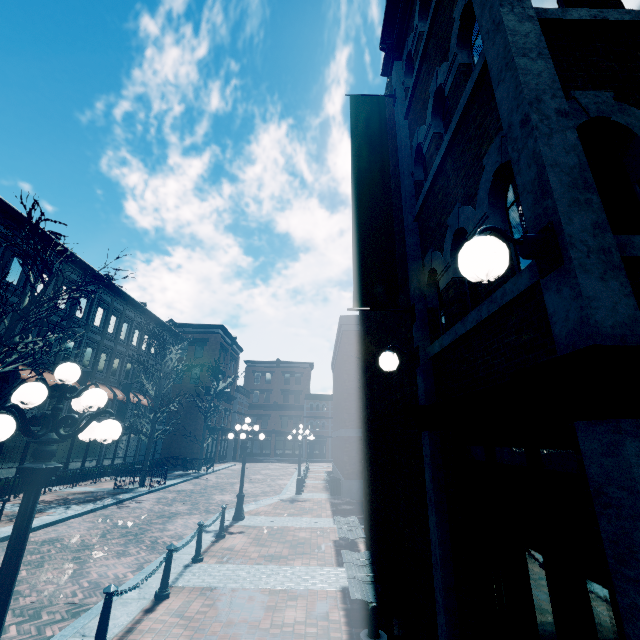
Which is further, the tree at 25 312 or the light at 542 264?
the tree at 25 312

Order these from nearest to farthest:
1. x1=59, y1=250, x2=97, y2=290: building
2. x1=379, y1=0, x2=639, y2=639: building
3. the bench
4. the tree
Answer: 1. x1=379, y1=0, x2=639, y2=639: building
2. the bench
3. the tree
4. x1=59, y1=250, x2=97, y2=290: building

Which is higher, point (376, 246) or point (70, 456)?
point (376, 246)

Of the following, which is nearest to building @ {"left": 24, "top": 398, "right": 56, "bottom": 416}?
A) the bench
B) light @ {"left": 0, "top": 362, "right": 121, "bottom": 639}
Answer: the bench

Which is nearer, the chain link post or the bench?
the chain link post

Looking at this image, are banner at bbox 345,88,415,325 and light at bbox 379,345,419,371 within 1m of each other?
yes

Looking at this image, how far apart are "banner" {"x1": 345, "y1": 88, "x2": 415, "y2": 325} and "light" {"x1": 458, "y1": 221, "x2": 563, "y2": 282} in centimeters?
287cm

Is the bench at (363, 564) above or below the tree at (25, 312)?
below
